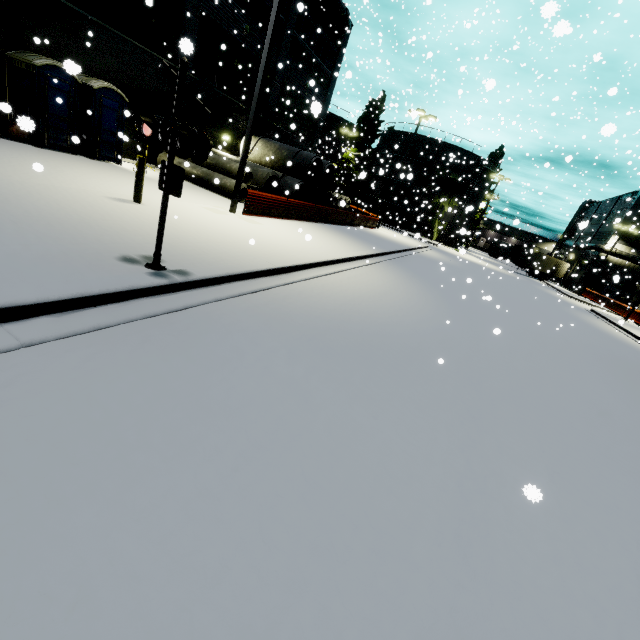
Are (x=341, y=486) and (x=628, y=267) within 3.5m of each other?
no

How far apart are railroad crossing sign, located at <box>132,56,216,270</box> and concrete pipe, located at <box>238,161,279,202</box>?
11.85m

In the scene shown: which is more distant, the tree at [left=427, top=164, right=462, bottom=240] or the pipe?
the tree at [left=427, top=164, right=462, bottom=240]

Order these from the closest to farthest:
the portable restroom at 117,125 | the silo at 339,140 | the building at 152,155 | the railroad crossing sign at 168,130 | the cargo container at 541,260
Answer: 1. the railroad crossing sign at 168,130
2. the portable restroom at 117,125
3. the building at 152,155
4. the cargo container at 541,260
5. the silo at 339,140

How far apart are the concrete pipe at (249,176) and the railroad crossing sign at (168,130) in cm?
1185

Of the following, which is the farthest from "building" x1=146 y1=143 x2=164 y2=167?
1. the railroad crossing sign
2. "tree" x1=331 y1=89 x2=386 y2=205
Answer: the railroad crossing sign

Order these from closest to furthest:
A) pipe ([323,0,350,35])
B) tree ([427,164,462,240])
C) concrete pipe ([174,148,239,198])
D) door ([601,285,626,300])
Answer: concrete pipe ([174,148,239,198])
pipe ([323,0,350,35])
tree ([427,164,462,240])
door ([601,285,626,300])

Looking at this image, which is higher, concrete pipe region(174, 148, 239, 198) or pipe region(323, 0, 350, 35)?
pipe region(323, 0, 350, 35)
